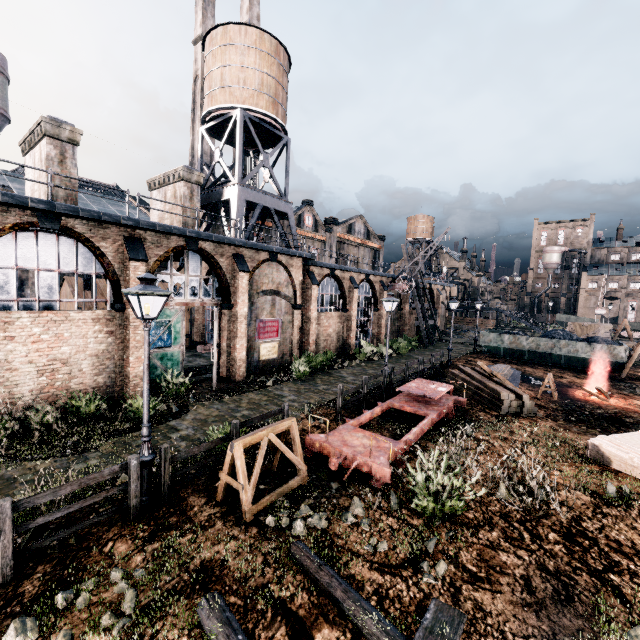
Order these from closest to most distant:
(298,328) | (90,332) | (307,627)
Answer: (307,627) < (90,332) < (298,328)

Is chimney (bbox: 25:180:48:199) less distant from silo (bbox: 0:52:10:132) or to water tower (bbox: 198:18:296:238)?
water tower (bbox: 198:18:296:238)

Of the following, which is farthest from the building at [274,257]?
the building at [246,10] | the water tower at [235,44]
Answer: the building at [246,10]

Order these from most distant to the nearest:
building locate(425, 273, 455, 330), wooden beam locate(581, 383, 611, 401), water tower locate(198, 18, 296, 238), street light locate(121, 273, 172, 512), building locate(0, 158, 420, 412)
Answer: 1. building locate(425, 273, 455, 330)
2. water tower locate(198, 18, 296, 238)
3. wooden beam locate(581, 383, 611, 401)
4. building locate(0, 158, 420, 412)
5. street light locate(121, 273, 172, 512)

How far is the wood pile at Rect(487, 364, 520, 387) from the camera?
21.69m

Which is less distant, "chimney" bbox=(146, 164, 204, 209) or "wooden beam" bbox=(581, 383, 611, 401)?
"wooden beam" bbox=(581, 383, 611, 401)

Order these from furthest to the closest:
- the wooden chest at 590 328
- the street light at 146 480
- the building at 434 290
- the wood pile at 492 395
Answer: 1. the building at 434 290
2. the wooden chest at 590 328
3. the wood pile at 492 395
4. the street light at 146 480

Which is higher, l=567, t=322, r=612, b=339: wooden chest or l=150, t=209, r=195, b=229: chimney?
l=150, t=209, r=195, b=229: chimney
